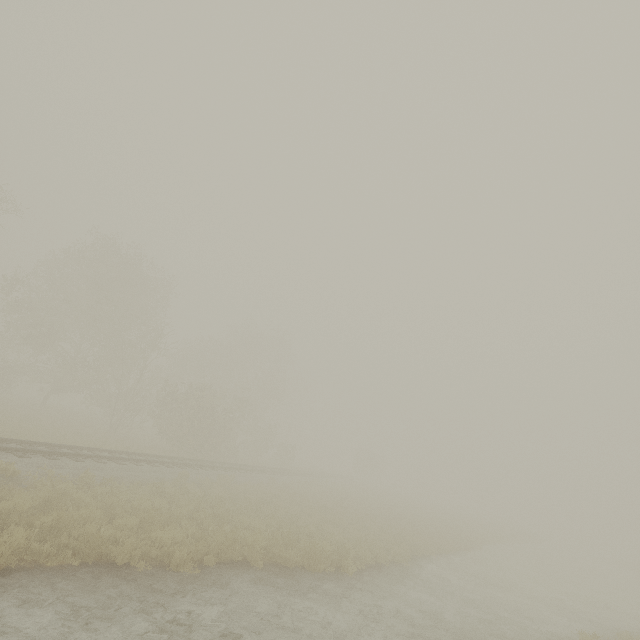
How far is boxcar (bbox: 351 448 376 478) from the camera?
56.50m

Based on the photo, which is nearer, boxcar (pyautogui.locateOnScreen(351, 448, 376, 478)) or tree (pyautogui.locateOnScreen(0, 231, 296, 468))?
tree (pyautogui.locateOnScreen(0, 231, 296, 468))

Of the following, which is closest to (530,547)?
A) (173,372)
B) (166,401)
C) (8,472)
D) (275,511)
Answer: (275,511)

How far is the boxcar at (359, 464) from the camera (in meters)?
56.50

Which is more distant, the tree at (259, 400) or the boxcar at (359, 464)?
the boxcar at (359, 464)
